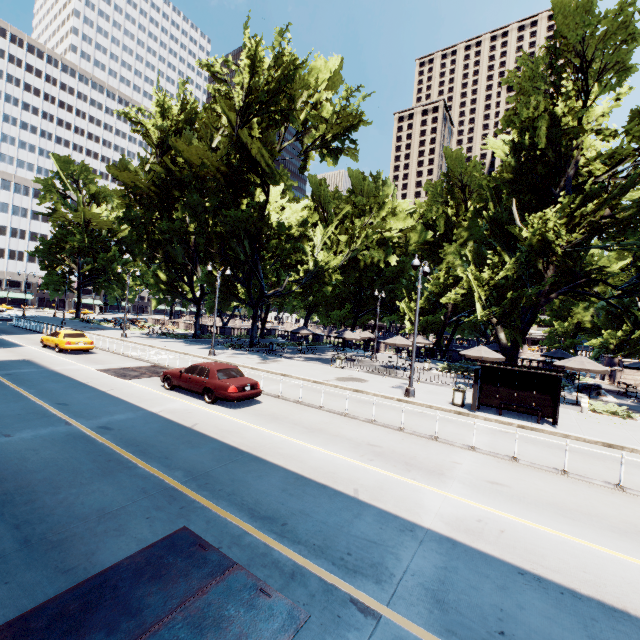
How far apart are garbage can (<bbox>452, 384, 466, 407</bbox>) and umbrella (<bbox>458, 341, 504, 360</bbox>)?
5.9 meters

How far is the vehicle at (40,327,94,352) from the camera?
21.7 meters

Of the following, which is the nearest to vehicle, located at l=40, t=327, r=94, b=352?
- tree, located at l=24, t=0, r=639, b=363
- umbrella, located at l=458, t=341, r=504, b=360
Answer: tree, located at l=24, t=0, r=639, b=363

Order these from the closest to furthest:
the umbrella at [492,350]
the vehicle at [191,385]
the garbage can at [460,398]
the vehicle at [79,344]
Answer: the vehicle at [191,385]
the garbage can at [460,398]
the umbrella at [492,350]
the vehicle at [79,344]

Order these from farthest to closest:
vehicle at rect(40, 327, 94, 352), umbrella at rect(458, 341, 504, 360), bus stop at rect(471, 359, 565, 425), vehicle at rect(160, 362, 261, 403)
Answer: vehicle at rect(40, 327, 94, 352), umbrella at rect(458, 341, 504, 360), bus stop at rect(471, 359, 565, 425), vehicle at rect(160, 362, 261, 403)

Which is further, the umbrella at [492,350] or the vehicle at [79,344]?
the vehicle at [79,344]

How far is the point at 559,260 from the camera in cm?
2878

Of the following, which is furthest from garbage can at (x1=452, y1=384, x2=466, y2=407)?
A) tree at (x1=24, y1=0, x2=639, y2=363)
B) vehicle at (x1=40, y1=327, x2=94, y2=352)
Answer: vehicle at (x1=40, y1=327, x2=94, y2=352)
